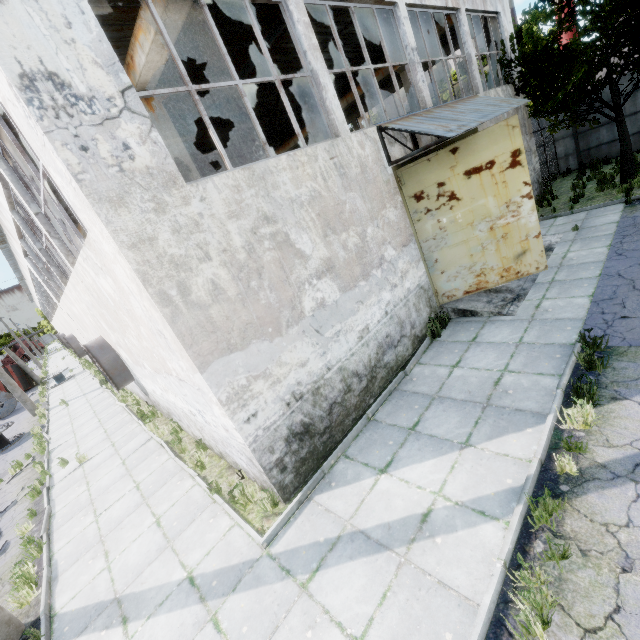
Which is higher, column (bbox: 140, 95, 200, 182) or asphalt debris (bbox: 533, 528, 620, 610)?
column (bbox: 140, 95, 200, 182)

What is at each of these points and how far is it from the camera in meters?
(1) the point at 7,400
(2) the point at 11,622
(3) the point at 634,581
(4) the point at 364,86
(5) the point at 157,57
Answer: (1) wire spool, 24.8
(2) lamp post, 5.5
(3) asphalt debris, 3.0
(4) beam, 16.0
(5) beam, 6.5

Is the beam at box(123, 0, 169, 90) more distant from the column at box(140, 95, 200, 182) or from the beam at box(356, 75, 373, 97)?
the beam at box(356, 75, 373, 97)

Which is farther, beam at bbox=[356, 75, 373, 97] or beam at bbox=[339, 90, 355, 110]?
beam at bbox=[339, 90, 355, 110]

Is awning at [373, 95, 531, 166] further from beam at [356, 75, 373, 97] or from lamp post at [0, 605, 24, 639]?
lamp post at [0, 605, 24, 639]

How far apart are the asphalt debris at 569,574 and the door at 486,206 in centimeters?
627cm

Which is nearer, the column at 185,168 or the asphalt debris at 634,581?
the asphalt debris at 634,581

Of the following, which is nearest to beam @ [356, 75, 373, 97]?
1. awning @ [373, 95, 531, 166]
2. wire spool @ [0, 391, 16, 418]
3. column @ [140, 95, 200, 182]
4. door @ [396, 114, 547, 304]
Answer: awning @ [373, 95, 531, 166]
